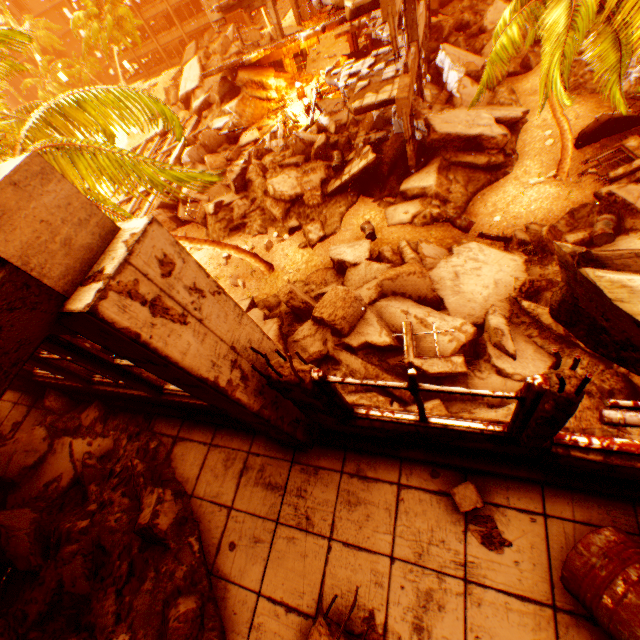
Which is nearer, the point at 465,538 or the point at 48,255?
the point at 48,255

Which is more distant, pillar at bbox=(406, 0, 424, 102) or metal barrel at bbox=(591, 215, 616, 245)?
pillar at bbox=(406, 0, 424, 102)

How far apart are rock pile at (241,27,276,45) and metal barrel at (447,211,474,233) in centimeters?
3038cm

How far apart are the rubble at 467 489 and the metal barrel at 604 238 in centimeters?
1091cm

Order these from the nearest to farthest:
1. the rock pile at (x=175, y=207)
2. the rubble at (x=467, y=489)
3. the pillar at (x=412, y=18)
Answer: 1. the rubble at (x=467, y=489)
2. the pillar at (x=412, y=18)
3. the rock pile at (x=175, y=207)

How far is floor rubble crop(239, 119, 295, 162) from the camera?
20.4m

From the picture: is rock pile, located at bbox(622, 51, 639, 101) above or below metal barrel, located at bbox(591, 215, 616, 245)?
below

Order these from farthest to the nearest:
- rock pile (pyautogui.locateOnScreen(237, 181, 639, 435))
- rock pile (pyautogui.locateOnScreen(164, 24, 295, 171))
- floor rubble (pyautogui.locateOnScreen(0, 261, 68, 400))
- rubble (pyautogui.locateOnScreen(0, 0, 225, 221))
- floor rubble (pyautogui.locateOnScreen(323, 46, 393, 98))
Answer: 1. rock pile (pyautogui.locateOnScreen(164, 24, 295, 171))
2. floor rubble (pyautogui.locateOnScreen(323, 46, 393, 98))
3. rock pile (pyautogui.locateOnScreen(237, 181, 639, 435))
4. rubble (pyautogui.locateOnScreen(0, 0, 225, 221))
5. floor rubble (pyautogui.locateOnScreen(0, 261, 68, 400))
